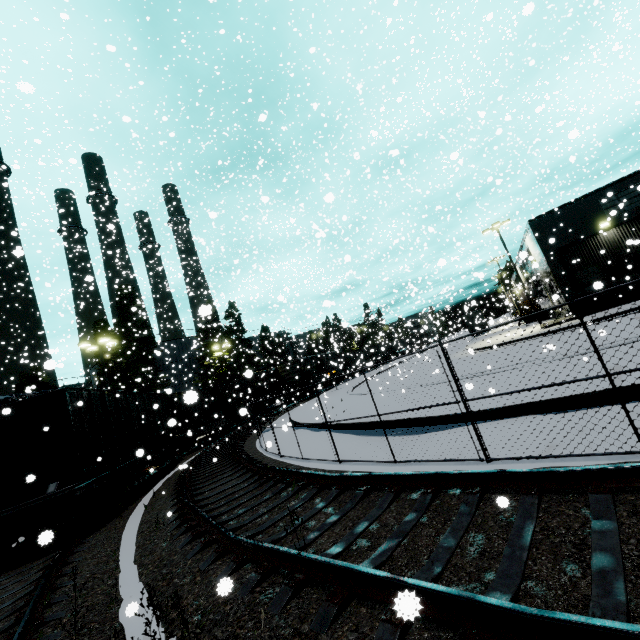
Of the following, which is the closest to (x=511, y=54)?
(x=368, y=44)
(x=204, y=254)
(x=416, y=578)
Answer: (x=368, y=44)

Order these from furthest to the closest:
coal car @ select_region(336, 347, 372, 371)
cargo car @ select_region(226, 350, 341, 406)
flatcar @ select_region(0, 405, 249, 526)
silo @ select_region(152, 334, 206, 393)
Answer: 1. silo @ select_region(152, 334, 206, 393)
2. coal car @ select_region(336, 347, 372, 371)
3. cargo car @ select_region(226, 350, 341, 406)
4. flatcar @ select_region(0, 405, 249, 526)

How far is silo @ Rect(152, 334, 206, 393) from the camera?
40.3 meters

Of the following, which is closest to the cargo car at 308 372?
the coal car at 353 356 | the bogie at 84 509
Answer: the coal car at 353 356

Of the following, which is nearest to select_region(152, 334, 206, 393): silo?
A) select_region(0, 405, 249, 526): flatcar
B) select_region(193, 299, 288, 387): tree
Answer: select_region(193, 299, 288, 387): tree

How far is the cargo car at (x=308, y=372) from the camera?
36.09m

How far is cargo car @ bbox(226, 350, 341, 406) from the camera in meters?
36.1

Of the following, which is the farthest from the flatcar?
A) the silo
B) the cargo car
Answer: the silo
